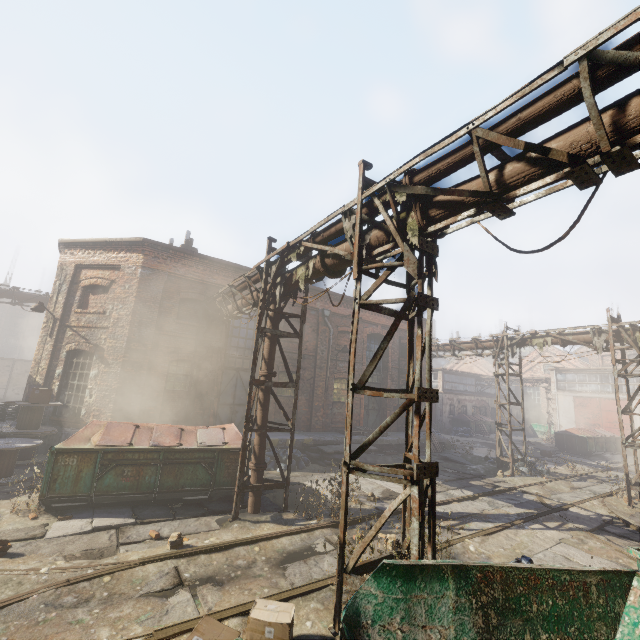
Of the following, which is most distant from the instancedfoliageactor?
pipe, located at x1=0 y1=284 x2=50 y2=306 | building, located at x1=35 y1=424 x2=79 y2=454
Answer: pipe, located at x1=0 y1=284 x2=50 y2=306

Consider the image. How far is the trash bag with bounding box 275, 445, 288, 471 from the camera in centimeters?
1210cm

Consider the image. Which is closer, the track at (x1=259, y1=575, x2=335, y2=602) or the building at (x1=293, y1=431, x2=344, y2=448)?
the track at (x1=259, y1=575, x2=335, y2=602)

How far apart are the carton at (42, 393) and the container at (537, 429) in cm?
3920

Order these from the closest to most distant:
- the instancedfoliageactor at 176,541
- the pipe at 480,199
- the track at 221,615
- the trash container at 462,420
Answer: the pipe at 480,199 → the track at 221,615 → the instancedfoliageactor at 176,541 → the trash container at 462,420

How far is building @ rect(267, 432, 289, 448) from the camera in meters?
13.6

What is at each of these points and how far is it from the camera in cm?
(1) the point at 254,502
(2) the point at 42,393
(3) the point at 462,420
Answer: (1) pipe, 795
(2) carton, 1080
(3) trash container, 3153

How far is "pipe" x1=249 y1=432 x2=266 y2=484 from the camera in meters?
8.1
